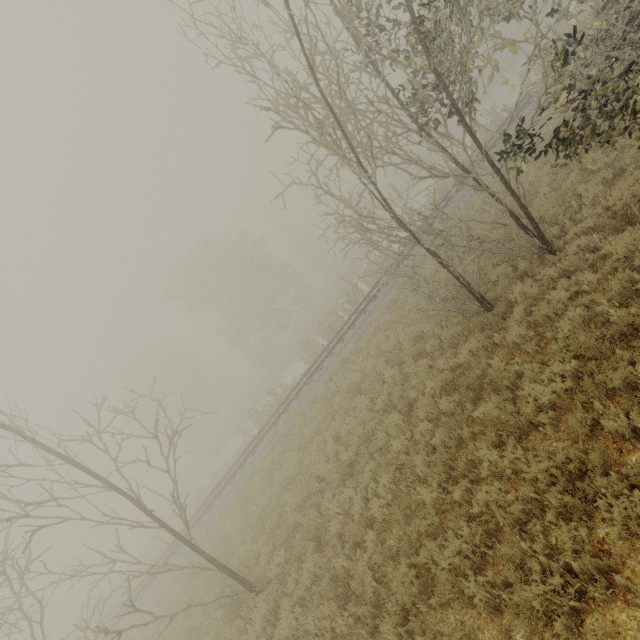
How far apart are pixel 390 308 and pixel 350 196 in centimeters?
956cm

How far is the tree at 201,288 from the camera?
36.4m

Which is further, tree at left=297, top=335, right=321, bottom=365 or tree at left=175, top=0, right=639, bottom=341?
tree at left=297, top=335, right=321, bottom=365

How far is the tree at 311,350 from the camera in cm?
2209

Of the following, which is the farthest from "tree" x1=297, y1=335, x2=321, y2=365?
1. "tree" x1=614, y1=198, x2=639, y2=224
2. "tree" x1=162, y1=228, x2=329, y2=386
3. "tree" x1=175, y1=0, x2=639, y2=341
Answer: "tree" x1=614, y1=198, x2=639, y2=224

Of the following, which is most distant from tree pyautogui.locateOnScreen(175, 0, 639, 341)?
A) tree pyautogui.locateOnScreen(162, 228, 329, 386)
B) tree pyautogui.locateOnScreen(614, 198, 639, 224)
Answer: tree pyautogui.locateOnScreen(162, 228, 329, 386)

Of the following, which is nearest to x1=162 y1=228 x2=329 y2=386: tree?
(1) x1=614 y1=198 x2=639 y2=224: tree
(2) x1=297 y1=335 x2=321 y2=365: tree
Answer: (1) x1=614 y1=198 x2=639 y2=224: tree

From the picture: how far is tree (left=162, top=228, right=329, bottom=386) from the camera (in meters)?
36.44
